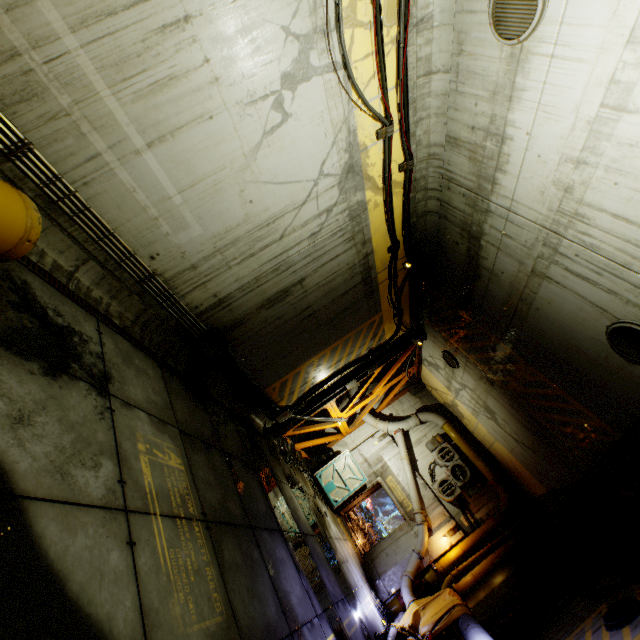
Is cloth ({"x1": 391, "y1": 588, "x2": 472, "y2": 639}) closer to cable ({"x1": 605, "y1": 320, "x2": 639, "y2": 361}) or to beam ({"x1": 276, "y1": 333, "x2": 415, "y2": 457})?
beam ({"x1": 276, "y1": 333, "x2": 415, "y2": 457})

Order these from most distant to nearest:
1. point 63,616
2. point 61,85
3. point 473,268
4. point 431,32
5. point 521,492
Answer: point 521,492 < point 473,268 < point 431,32 < point 61,85 < point 63,616

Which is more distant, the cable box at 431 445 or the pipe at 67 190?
the cable box at 431 445

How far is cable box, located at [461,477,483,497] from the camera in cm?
1338

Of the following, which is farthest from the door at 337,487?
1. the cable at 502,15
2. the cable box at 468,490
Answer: the cable at 502,15

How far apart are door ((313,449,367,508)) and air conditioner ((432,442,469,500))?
2.8 meters

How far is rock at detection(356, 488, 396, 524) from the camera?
25.9m

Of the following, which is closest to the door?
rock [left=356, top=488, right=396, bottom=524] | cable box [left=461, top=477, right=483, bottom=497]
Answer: rock [left=356, top=488, right=396, bottom=524]
